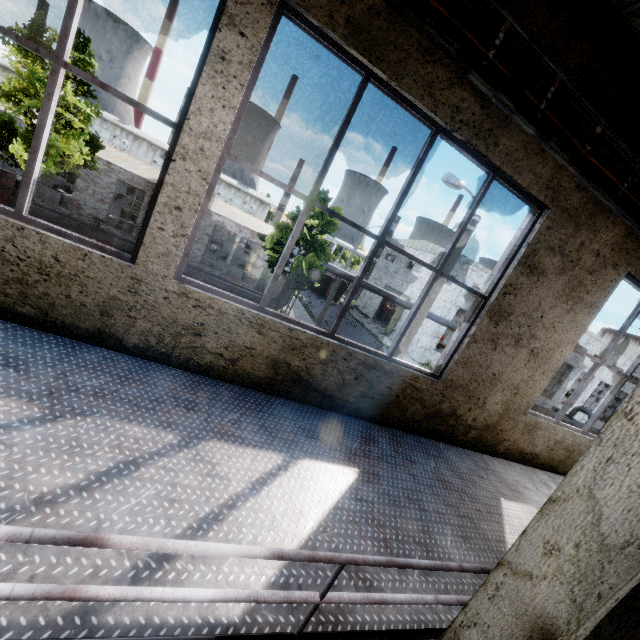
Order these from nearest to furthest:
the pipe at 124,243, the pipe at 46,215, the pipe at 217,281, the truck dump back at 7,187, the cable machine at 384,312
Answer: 1. the truck dump back at 7,187
2. the pipe at 46,215
3. the pipe at 124,243
4. the pipe at 217,281
5. the cable machine at 384,312

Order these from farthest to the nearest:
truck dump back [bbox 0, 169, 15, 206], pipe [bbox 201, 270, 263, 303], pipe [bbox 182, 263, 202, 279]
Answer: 1. pipe [bbox 201, 270, 263, 303]
2. pipe [bbox 182, 263, 202, 279]
3. truck dump back [bbox 0, 169, 15, 206]

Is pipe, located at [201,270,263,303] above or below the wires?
below

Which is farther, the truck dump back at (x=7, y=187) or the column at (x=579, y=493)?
the truck dump back at (x=7, y=187)

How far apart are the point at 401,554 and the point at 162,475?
2.0m

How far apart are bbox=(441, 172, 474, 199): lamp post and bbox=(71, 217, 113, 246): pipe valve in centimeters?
1724cm

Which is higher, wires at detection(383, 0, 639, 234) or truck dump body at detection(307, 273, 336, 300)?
wires at detection(383, 0, 639, 234)

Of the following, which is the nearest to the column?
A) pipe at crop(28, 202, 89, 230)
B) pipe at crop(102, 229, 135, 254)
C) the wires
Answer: the wires
